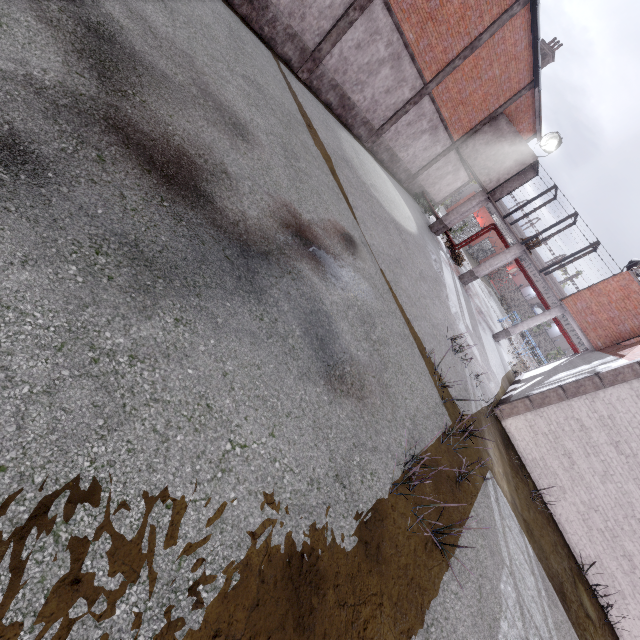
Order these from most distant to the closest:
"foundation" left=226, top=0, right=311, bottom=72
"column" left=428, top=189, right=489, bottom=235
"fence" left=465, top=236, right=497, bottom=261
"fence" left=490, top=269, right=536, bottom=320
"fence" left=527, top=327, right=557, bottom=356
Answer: "fence" left=490, top=269, right=536, bottom=320 < "fence" left=527, top=327, right=557, bottom=356 < "fence" left=465, top=236, right=497, bottom=261 < "column" left=428, top=189, right=489, bottom=235 < "foundation" left=226, top=0, right=311, bottom=72

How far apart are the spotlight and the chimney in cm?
548

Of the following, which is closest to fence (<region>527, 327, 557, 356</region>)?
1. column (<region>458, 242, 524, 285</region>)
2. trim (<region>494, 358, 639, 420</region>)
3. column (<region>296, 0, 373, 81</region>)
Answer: column (<region>458, 242, 524, 285</region>)

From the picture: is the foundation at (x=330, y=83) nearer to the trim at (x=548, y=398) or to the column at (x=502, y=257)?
the column at (x=502, y=257)

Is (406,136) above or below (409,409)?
above

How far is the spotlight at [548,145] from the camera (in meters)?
18.33

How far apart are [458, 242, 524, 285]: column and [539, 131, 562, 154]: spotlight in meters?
5.0

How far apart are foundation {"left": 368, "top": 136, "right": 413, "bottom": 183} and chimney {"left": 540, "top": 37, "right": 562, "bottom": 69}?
9.5m
